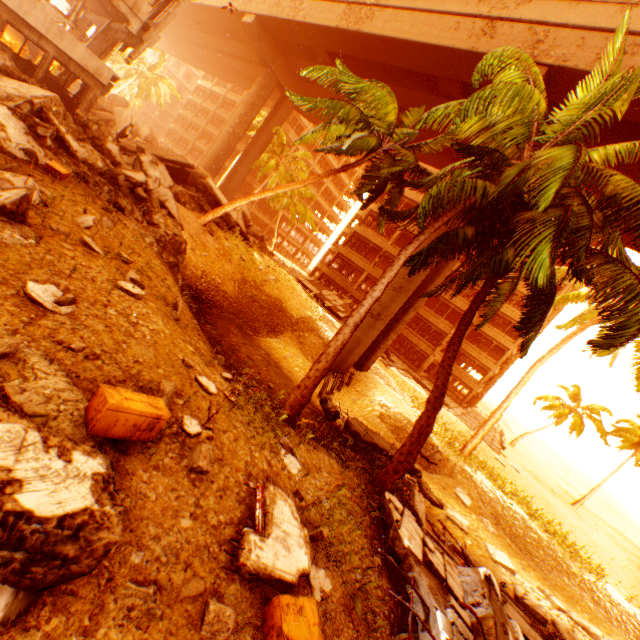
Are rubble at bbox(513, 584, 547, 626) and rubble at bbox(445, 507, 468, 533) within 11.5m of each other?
yes

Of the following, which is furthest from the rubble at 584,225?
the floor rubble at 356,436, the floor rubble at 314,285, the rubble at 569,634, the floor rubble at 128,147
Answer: the floor rubble at 314,285

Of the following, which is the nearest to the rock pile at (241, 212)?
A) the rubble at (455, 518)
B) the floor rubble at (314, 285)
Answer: the floor rubble at (314, 285)

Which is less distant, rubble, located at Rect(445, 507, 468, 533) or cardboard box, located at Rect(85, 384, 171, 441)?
cardboard box, located at Rect(85, 384, 171, 441)

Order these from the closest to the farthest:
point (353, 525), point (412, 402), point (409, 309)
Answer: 1. point (353, 525)
2. point (409, 309)
3. point (412, 402)

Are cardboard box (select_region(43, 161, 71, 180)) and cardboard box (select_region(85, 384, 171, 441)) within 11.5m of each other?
yes

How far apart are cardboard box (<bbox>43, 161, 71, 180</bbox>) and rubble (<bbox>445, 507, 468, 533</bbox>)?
16.28m

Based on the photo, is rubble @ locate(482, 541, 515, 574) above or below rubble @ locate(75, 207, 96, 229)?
below
